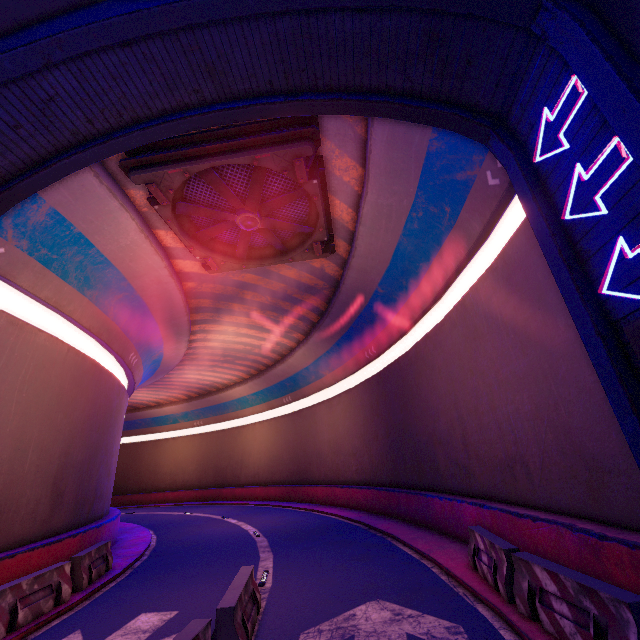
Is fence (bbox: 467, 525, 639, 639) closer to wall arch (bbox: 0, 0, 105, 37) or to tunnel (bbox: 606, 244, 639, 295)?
tunnel (bbox: 606, 244, 639, 295)

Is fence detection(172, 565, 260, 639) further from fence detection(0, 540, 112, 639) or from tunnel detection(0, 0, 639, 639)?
fence detection(0, 540, 112, 639)

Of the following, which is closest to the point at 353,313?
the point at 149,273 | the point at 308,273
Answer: the point at 308,273

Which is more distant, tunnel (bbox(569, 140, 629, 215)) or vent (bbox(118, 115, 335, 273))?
vent (bbox(118, 115, 335, 273))

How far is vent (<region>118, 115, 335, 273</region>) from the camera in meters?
9.0 m

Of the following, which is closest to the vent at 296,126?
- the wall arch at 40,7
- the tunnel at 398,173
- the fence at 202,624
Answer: the tunnel at 398,173

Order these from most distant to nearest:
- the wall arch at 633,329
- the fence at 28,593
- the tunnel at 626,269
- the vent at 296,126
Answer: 1. the vent at 296,126
2. the fence at 28,593
3. the tunnel at 626,269
4. the wall arch at 633,329

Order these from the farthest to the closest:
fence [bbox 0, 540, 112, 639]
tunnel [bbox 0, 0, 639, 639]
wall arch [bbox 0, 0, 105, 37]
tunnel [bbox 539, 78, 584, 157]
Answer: fence [bbox 0, 540, 112, 639]
wall arch [bbox 0, 0, 105, 37]
tunnel [bbox 0, 0, 639, 639]
tunnel [bbox 539, 78, 584, 157]
